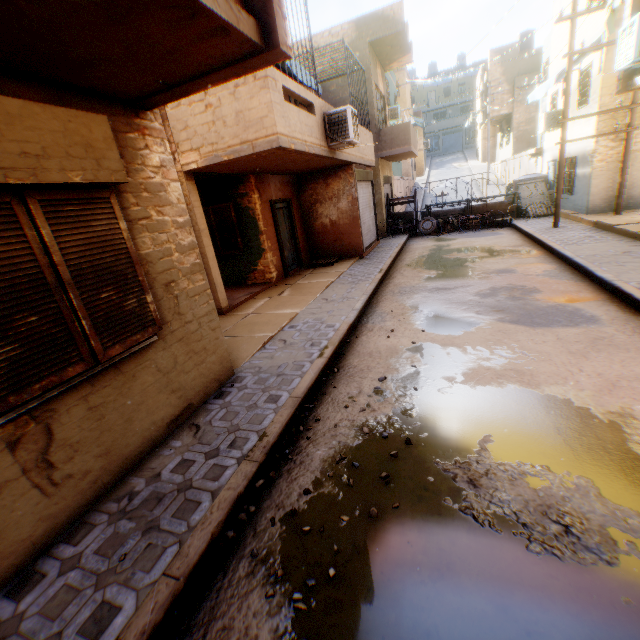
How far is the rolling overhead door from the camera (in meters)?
12.53

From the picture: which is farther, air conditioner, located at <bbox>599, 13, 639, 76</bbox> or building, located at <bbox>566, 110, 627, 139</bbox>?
building, located at <bbox>566, 110, 627, 139</bbox>

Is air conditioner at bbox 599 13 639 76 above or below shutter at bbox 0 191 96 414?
above

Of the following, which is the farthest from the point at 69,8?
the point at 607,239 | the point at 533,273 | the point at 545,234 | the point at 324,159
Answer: the point at 545,234

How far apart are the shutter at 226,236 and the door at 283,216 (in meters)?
1.43

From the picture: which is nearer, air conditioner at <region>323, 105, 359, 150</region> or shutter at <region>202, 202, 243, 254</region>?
air conditioner at <region>323, 105, 359, 150</region>

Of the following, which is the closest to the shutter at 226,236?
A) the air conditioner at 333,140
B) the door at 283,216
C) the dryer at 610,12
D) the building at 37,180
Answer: the building at 37,180

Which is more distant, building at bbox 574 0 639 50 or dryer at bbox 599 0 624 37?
building at bbox 574 0 639 50
